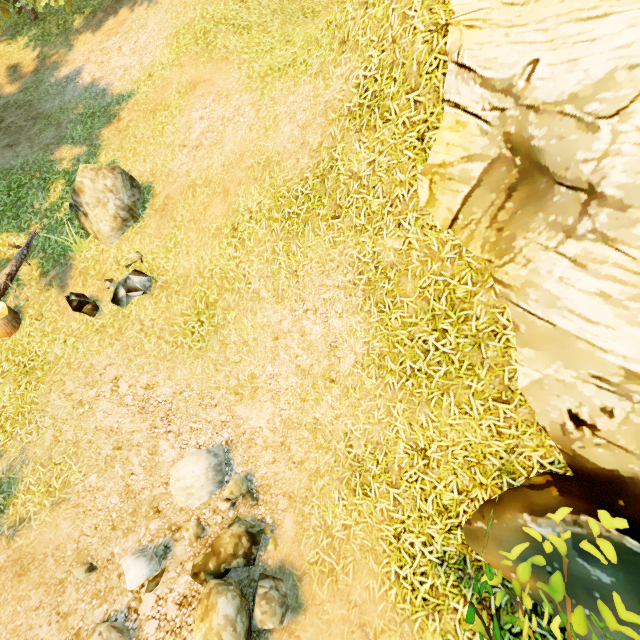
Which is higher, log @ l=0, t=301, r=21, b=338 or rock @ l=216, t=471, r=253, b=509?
log @ l=0, t=301, r=21, b=338

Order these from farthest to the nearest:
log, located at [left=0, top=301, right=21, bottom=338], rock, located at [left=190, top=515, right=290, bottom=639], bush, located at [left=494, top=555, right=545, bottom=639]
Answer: log, located at [left=0, top=301, right=21, bottom=338] < rock, located at [left=190, top=515, right=290, bottom=639] < bush, located at [left=494, top=555, right=545, bottom=639]

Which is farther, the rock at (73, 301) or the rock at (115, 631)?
the rock at (73, 301)

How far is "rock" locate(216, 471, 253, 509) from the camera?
5.4m

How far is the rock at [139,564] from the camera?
4.66m

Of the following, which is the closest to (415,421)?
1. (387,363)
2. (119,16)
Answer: (387,363)

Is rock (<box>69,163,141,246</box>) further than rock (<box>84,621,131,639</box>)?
Yes
